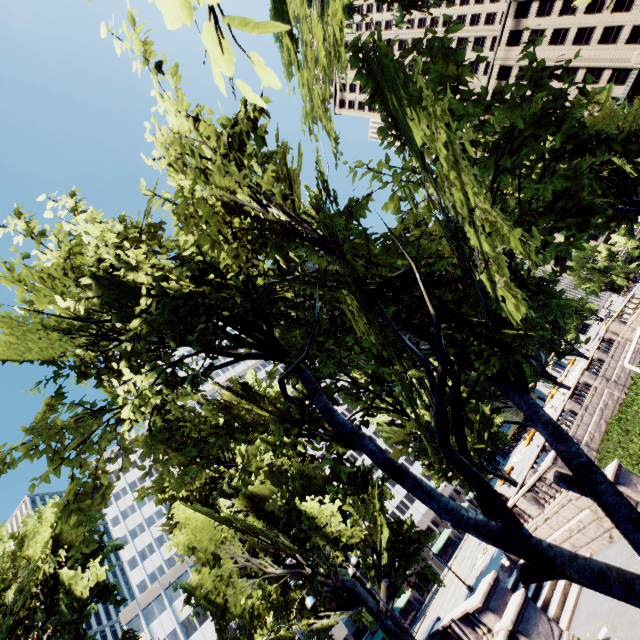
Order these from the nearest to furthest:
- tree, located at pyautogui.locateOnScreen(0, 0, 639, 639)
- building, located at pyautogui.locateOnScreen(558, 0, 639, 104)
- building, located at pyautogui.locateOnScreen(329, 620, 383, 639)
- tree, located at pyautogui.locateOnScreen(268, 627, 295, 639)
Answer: tree, located at pyautogui.locateOnScreen(0, 0, 639, 639) < tree, located at pyautogui.locateOnScreen(268, 627, 295, 639) < building, located at pyautogui.locateOnScreen(329, 620, 383, 639) < building, located at pyautogui.locateOnScreen(558, 0, 639, 104)

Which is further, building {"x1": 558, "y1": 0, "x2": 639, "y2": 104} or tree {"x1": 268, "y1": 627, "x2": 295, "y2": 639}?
building {"x1": 558, "y1": 0, "x2": 639, "y2": 104}

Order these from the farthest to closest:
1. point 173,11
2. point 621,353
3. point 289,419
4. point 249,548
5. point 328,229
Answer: point 621,353 < point 249,548 < point 289,419 < point 328,229 < point 173,11

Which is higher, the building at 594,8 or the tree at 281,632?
the building at 594,8

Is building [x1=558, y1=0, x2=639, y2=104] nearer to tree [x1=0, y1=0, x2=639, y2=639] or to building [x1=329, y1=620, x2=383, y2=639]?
tree [x1=0, y1=0, x2=639, y2=639]

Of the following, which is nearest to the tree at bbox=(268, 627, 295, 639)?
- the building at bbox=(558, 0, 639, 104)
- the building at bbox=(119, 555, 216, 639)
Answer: the building at bbox=(119, 555, 216, 639)

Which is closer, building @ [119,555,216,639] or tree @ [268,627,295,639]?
tree @ [268,627,295,639]

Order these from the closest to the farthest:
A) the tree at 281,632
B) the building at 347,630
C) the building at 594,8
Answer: the tree at 281,632 < the building at 347,630 < the building at 594,8
